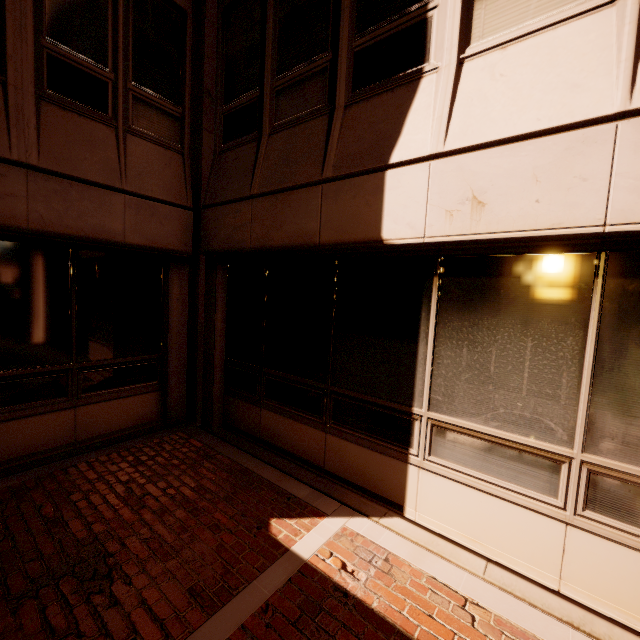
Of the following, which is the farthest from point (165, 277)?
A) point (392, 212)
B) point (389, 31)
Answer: point (389, 31)
